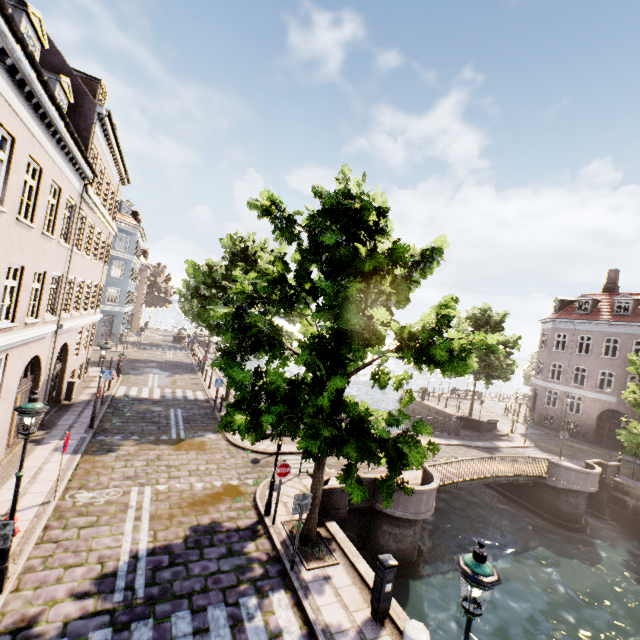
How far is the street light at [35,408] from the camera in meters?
6.2 m

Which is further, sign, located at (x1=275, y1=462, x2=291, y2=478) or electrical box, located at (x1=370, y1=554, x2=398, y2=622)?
sign, located at (x1=275, y1=462, x2=291, y2=478)

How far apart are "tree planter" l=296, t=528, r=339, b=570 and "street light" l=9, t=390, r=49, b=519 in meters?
6.1

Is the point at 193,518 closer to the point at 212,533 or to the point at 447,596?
the point at 212,533

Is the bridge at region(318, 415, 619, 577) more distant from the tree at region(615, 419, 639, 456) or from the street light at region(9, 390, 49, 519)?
the street light at region(9, 390, 49, 519)

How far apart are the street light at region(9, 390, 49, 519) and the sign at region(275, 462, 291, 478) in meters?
5.7

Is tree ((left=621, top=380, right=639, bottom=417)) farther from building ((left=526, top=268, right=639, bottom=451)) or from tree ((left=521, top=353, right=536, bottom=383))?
tree ((left=521, top=353, right=536, bottom=383))

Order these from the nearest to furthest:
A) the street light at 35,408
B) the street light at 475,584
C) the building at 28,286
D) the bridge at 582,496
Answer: the street light at 475,584 < the street light at 35,408 < the building at 28,286 < the bridge at 582,496
